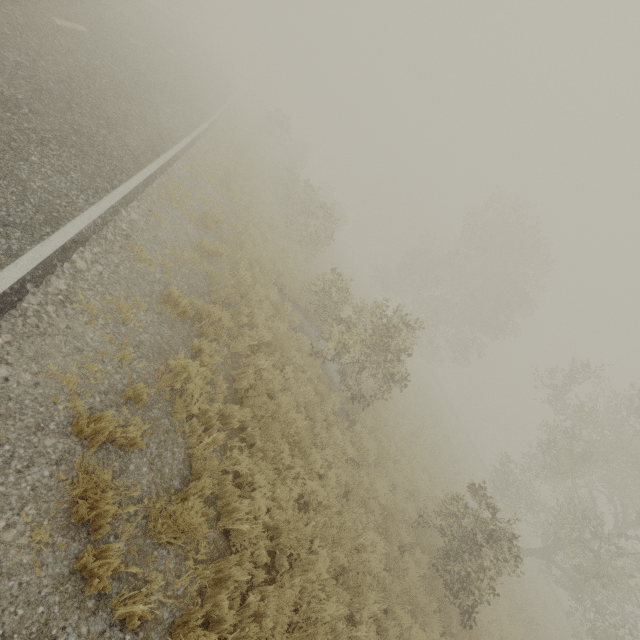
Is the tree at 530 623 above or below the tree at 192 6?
below

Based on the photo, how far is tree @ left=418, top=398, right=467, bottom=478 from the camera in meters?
20.4 m

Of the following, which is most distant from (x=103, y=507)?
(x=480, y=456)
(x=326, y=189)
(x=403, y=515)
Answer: (x=480, y=456)

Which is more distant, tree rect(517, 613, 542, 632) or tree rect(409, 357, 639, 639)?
tree rect(517, 613, 542, 632)

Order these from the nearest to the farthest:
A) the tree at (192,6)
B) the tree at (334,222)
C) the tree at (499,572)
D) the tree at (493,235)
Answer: the tree at (499,572)
the tree at (493,235)
the tree at (334,222)
the tree at (192,6)
